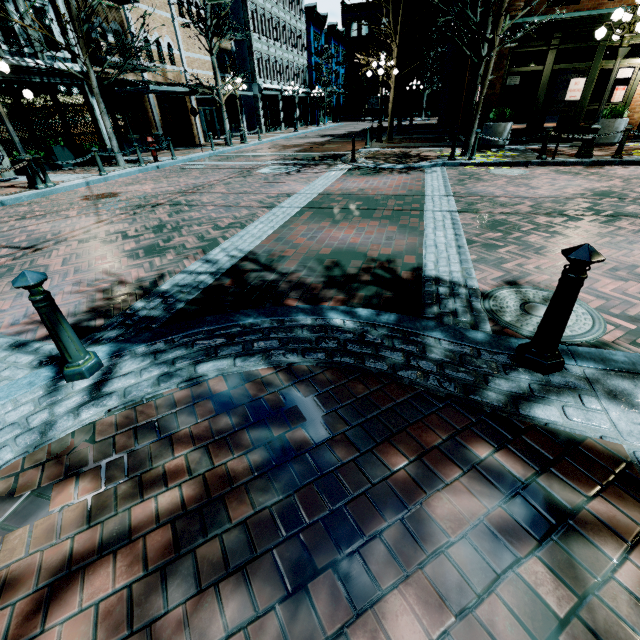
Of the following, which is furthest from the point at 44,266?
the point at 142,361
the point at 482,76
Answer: the point at 482,76

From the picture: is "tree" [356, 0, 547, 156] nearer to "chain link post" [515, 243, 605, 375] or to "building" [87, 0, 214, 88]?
"building" [87, 0, 214, 88]

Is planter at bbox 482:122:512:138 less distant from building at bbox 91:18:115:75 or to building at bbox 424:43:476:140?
building at bbox 424:43:476:140

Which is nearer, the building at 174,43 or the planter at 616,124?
the planter at 616,124

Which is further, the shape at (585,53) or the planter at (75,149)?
the shape at (585,53)

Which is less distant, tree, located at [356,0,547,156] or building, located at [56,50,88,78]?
tree, located at [356,0,547,156]

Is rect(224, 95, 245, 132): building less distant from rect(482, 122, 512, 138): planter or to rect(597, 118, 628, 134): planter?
rect(482, 122, 512, 138): planter

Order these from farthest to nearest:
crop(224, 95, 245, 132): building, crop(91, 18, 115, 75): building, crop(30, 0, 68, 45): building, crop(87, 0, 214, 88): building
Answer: crop(224, 95, 245, 132): building, crop(87, 0, 214, 88): building, crop(91, 18, 115, 75): building, crop(30, 0, 68, 45): building
